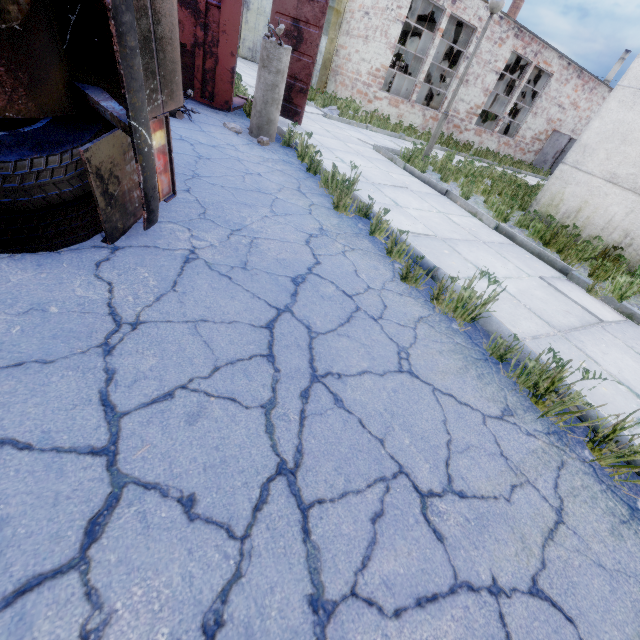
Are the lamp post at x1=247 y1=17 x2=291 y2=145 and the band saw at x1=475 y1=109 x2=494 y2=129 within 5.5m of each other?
no

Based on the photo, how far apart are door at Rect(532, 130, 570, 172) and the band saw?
4.2m

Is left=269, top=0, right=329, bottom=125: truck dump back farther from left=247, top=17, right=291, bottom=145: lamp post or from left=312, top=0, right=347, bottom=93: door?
A: left=312, top=0, right=347, bottom=93: door

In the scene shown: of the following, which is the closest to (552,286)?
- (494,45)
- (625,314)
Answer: (625,314)

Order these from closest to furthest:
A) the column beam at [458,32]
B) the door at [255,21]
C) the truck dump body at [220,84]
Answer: the truck dump body at [220,84] < the column beam at [458,32] < the door at [255,21]

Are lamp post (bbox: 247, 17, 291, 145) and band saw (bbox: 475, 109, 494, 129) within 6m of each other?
no

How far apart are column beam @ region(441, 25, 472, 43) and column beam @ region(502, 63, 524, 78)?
5.3 meters

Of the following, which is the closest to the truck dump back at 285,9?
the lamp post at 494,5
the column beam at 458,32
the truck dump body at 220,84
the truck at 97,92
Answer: the truck dump body at 220,84
